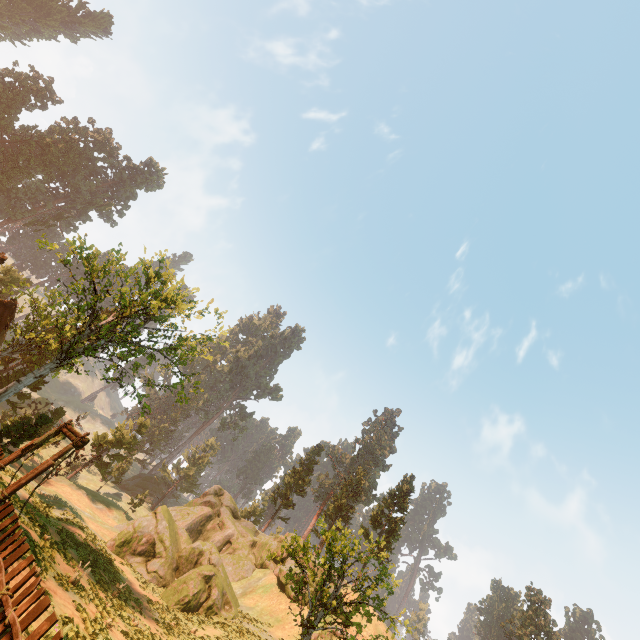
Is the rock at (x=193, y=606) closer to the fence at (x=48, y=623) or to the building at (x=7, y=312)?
the building at (x=7, y=312)

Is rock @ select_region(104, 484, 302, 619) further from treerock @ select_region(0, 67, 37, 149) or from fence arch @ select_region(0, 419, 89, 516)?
fence arch @ select_region(0, 419, 89, 516)

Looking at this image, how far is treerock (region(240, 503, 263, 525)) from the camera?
58.5 meters

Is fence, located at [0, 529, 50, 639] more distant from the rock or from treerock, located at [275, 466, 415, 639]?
the rock

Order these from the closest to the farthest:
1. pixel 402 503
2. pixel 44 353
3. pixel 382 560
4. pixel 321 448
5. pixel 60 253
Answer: pixel 60 253, pixel 44 353, pixel 382 560, pixel 402 503, pixel 321 448

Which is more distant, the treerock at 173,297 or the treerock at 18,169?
the treerock at 18,169
